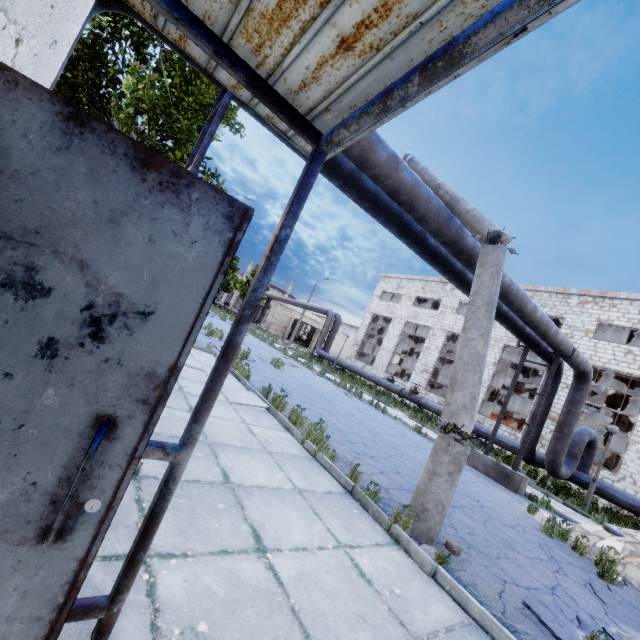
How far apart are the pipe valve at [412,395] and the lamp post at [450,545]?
16.59m

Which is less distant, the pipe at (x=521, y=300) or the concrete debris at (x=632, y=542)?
the concrete debris at (x=632, y=542)

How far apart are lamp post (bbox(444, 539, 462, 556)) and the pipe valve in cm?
1659

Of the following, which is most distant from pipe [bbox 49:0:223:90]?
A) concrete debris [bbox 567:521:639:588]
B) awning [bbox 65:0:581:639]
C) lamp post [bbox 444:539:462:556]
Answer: lamp post [bbox 444:539:462:556]

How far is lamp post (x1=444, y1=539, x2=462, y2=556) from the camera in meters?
4.3 m

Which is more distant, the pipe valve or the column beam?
the column beam

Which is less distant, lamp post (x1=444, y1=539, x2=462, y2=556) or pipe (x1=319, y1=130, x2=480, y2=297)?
lamp post (x1=444, y1=539, x2=462, y2=556)

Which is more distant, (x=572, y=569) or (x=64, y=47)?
(x=572, y=569)
